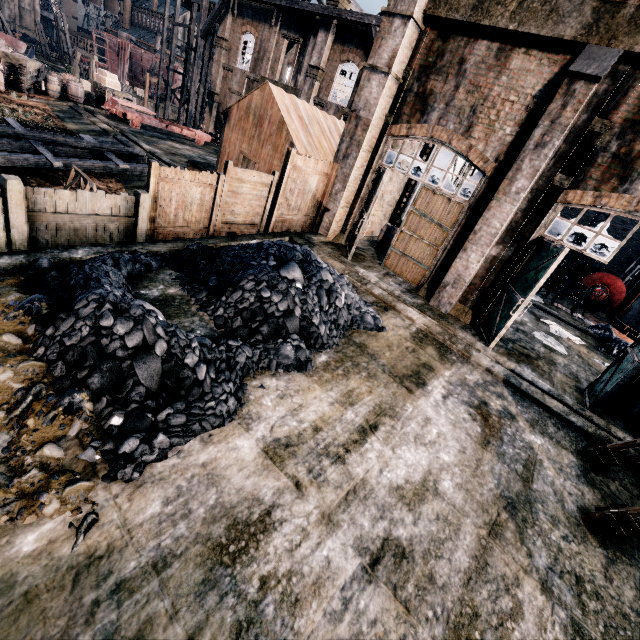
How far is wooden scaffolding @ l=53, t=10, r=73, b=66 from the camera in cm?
4944

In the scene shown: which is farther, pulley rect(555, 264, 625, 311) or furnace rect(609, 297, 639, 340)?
pulley rect(555, 264, 625, 311)

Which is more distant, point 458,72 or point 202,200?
point 458,72

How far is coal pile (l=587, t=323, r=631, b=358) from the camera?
15.4m

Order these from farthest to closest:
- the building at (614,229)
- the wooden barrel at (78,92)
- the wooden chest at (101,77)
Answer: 1. the building at (614,229)
2. the wooden chest at (101,77)
3. the wooden barrel at (78,92)

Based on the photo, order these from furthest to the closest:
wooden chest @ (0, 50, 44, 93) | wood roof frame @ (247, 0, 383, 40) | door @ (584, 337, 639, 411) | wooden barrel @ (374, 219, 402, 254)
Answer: wooden chest @ (0, 50, 44, 93) → wood roof frame @ (247, 0, 383, 40) → wooden barrel @ (374, 219, 402, 254) → door @ (584, 337, 639, 411)

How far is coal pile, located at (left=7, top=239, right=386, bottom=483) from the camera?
4.69m

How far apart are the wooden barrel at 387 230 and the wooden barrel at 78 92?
27.4m
